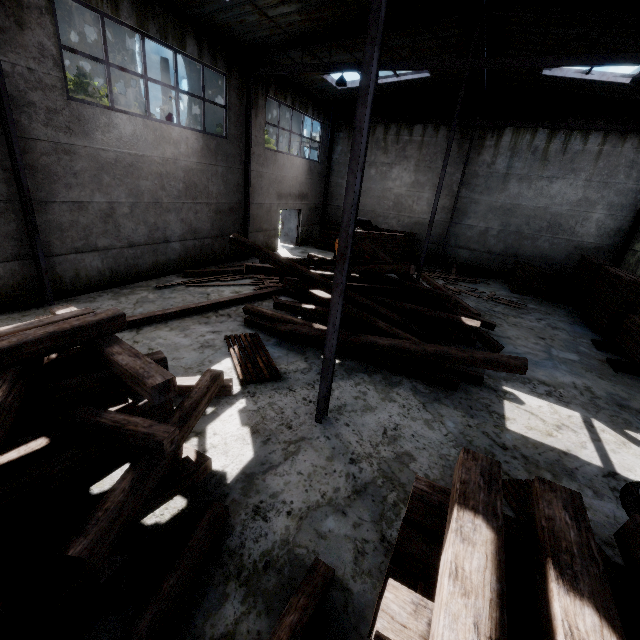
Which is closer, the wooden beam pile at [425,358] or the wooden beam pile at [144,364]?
the wooden beam pile at [144,364]

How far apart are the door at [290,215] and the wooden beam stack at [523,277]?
11.8 meters

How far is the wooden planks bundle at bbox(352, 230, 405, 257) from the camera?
13.1m

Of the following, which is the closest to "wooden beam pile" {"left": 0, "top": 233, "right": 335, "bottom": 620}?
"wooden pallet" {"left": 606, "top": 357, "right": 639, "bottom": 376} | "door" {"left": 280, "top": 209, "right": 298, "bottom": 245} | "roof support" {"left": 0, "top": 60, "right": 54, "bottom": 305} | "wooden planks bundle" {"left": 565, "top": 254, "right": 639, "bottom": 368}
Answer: "roof support" {"left": 0, "top": 60, "right": 54, "bottom": 305}

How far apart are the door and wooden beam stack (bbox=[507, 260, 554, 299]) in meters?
11.8 m

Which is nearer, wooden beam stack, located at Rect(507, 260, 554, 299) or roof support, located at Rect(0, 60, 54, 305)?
roof support, located at Rect(0, 60, 54, 305)

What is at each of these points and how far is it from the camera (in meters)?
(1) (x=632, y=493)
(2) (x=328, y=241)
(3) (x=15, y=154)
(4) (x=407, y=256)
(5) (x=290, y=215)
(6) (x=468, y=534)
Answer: (1) wire spool, 4.63
(2) log pile, 19.14
(3) roof support, 6.87
(4) log pile, 17.75
(5) door, 19.16
(6) wooden beam stack, 1.68

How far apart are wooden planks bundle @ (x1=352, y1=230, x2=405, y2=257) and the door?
6.6m
